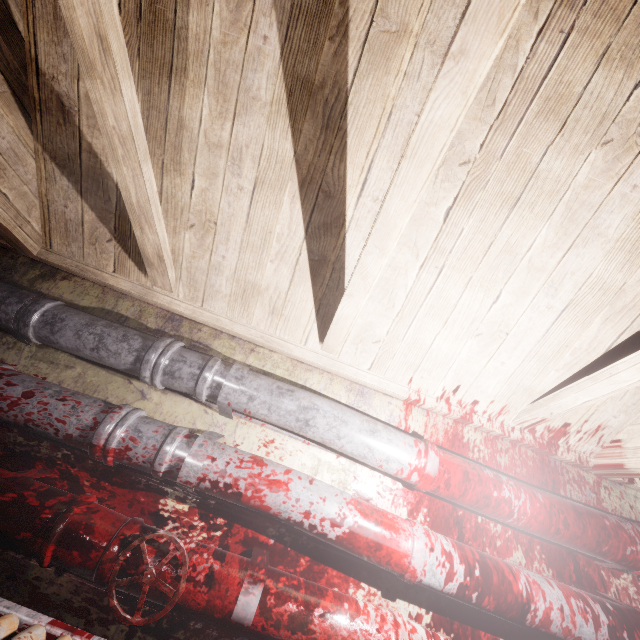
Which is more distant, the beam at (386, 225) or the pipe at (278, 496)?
the pipe at (278, 496)

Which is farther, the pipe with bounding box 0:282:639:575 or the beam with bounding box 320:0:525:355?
the pipe with bounding box 0:282:639:575

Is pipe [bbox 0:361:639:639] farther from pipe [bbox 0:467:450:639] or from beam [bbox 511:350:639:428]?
beam [bbox 511:350:639:428]

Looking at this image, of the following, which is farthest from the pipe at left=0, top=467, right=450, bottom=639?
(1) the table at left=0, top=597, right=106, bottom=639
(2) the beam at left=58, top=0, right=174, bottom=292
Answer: (2) the beam at left=58, top=0, right=174, bottom=292

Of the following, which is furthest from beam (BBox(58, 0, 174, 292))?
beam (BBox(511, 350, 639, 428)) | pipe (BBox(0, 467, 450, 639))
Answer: pipe (BBox(0, 467, 450, 639))

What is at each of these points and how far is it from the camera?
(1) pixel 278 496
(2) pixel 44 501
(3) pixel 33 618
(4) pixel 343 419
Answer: (1) pipe, 1.2 meters
(2) pipe, 1.1 meters
(3) table, 1.0 meters
(4) pipe, 1.4 meters

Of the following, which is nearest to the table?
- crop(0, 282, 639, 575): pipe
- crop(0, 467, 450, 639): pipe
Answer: crop(0, 467, 450, 639): pipe

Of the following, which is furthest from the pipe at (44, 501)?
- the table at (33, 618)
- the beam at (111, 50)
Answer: the beam at (111, 50)
